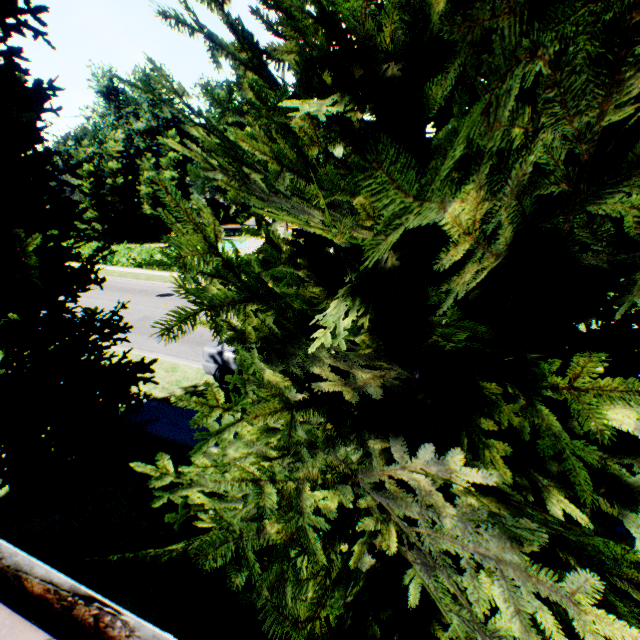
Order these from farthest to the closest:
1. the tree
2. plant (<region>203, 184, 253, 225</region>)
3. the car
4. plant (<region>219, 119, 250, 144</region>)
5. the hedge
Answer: plant (<region>203, 184, 253, 225</region>) → plant (<region>219, 119, 250, 144</region>) → the hedge → the car → the tree

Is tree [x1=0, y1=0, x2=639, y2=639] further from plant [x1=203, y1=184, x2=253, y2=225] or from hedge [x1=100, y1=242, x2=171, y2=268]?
plant [x1=203, y1=184, x2=253, y2=225]

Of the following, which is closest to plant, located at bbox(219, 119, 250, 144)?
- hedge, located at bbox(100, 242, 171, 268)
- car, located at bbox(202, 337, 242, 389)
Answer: hedge, located at bbox(100, 242, 171, 268)

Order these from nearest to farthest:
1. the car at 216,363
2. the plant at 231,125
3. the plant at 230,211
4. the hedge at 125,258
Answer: the car at 216,363 → the hedge at 125,258 → the plant at 231,125 → the plant at 230,211

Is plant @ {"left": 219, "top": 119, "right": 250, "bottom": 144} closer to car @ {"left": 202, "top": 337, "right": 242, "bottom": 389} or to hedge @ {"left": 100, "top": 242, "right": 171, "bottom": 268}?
hedge @ {"left": 100, "top": 242, "right": 171, "bottom": 268}

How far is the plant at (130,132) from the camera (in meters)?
52.00

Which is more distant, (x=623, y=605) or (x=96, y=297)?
(x=96, y=297)
